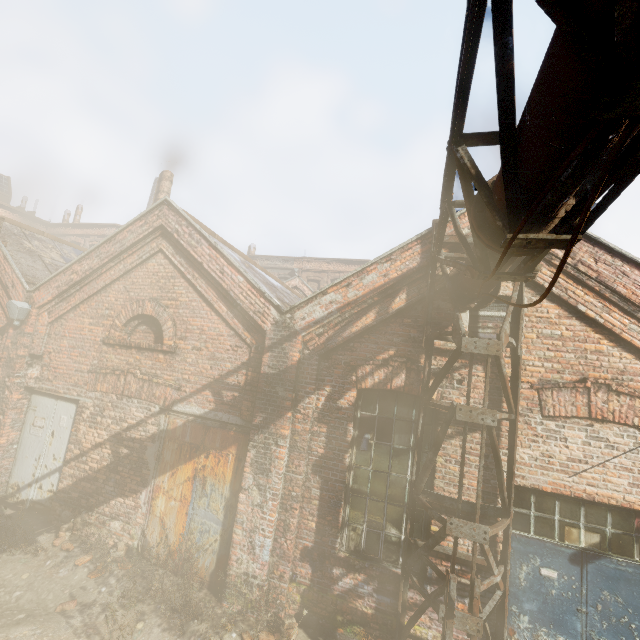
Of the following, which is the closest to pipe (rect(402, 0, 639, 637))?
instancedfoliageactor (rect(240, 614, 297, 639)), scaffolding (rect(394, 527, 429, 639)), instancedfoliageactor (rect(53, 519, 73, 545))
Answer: scaffolding (rect(394, 527, 429, 639))

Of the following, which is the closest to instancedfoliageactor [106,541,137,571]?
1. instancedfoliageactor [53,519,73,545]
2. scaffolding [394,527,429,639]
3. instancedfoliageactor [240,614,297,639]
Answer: instancedfoliageactor [53,519,73,545]

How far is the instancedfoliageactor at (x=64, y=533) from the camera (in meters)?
6.09

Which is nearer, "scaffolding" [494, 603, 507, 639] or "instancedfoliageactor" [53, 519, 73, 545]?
"scaffolding" [494, 603, 507, 639]

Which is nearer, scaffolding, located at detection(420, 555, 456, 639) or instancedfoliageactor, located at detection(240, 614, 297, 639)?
scaffolding, located at detection(420, 555, 456, 639)

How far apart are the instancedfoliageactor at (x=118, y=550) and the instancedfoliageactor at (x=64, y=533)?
1.0 meters

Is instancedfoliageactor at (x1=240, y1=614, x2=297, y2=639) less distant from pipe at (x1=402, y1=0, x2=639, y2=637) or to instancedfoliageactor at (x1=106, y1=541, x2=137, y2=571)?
pipe at (x1=402, y1=0, x2=639, y2=637)

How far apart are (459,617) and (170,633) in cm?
411
